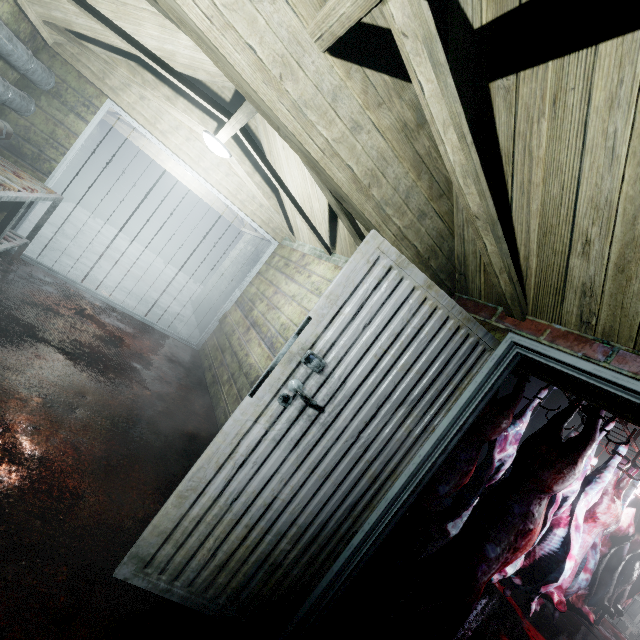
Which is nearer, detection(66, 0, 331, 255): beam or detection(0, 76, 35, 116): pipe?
detection(66, 0, 331, 255): beam

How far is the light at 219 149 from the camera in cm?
320

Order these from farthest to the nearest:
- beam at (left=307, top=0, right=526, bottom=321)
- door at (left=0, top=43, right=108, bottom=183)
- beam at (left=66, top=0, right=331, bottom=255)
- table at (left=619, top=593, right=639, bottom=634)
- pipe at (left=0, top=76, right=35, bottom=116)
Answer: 1. table at (left=619, top=593, right=639, bottom=634)
2. door at (left=0, top=43, right=108, bottom=183)
3. pipe at (left=0, top=76, right=35, bottom=116)
4. beam at (left=66, top=0, right=331, bottom=255)
5. beam at (left=307, top=0, right=526, bottom=321)

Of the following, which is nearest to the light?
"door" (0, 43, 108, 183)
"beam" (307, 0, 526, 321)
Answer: "door" (0, 43, 108, 183)

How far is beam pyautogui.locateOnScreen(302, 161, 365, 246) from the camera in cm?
223

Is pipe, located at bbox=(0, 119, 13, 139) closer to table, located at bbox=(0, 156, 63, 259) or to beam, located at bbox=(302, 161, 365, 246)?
table, located at bbox=(0, 156, 63, 259)

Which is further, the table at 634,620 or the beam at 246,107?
the table at 634,620

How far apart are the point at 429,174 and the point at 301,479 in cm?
164
